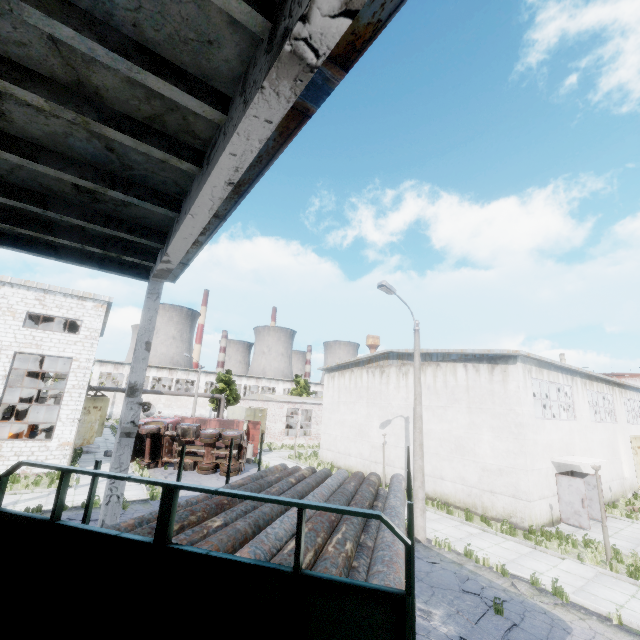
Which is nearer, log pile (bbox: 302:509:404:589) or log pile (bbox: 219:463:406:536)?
log pile (bbox: 302:509:404:589)

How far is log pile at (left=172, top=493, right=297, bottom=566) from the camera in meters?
2.9 m

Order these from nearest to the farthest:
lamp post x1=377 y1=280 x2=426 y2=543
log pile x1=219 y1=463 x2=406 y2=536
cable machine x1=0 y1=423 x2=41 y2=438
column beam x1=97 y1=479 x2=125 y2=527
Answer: log pile x1=219 y1=463 x2=406 y2=536 < column beam x1=97 y1=479 x2=125 y2=527 < lamp post x1=377 y1=280 x2=426 y2=543 < cable machine x1=0 y1=423 x2=41 y2=438

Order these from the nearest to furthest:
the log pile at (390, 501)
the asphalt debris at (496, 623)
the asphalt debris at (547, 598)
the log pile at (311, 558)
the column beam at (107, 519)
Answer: the log pile at (311, 558) < the log pile at (390, 501) < the column beam at (107, 519) < the asphalt debris at (496, 623) < the asphalt debris at (547, 598)

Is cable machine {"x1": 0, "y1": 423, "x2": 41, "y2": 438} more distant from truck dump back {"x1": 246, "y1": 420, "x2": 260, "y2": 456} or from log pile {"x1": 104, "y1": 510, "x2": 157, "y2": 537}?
log pile {"x1": 104, "y1": 510, "x2": 157, "y2": 537}

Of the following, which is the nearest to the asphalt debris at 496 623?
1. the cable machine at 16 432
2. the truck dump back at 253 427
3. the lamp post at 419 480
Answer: the lamp post at 419 480

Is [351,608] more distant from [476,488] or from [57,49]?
[476,488]

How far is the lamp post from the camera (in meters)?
12.63
